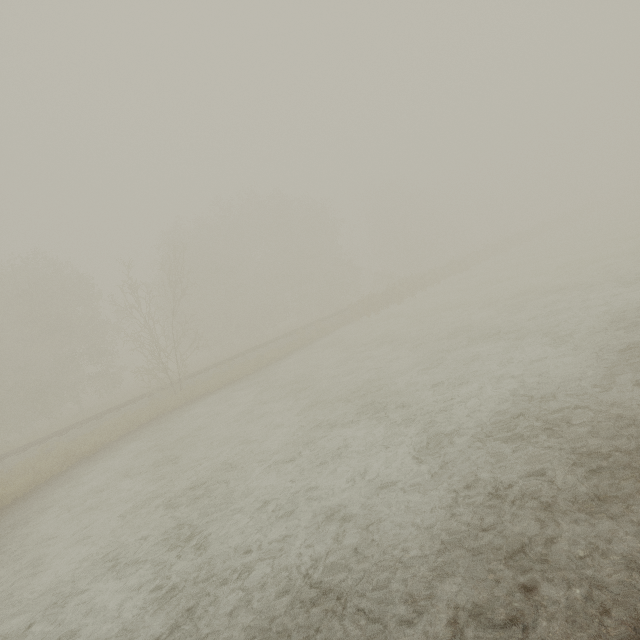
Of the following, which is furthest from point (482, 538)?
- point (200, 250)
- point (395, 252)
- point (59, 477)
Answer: point (395, 252)
